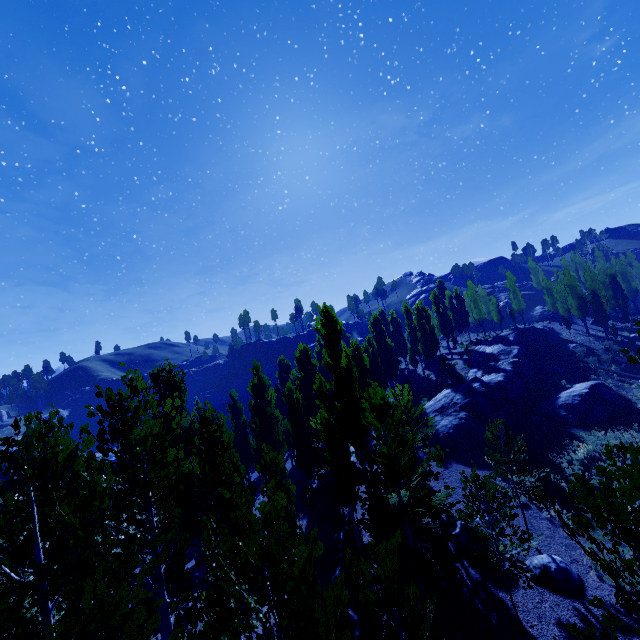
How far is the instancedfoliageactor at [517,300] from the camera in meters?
54.3

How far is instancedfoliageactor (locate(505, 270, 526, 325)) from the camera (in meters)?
54.31

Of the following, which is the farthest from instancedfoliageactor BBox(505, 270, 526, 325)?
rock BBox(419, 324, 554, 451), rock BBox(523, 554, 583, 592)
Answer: rock BBox(523, 554, 583, 592)

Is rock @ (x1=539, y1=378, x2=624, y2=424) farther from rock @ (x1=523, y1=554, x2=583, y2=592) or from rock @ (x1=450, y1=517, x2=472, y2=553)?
rock @ (x1=523, y1=554, x2=583, y2=592)

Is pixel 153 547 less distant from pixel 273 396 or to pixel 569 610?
pixel 569 610

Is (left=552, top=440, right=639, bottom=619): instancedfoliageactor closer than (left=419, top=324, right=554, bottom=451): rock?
Yes

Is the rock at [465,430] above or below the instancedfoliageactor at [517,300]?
below

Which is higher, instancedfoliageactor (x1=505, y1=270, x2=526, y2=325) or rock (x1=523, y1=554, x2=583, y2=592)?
instancedfoliageactor (x1=505, y1=270, x2=526, y2=325)
